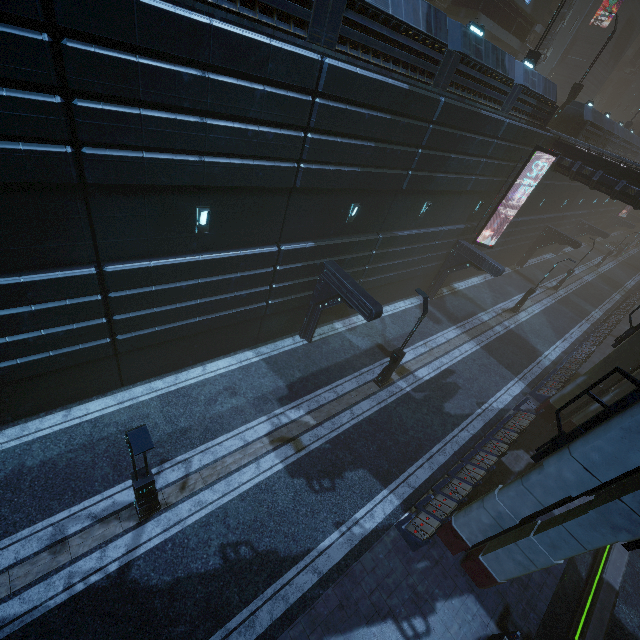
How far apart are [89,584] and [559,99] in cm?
5997

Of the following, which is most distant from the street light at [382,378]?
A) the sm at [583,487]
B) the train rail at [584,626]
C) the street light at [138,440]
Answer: the street light at [138,440]

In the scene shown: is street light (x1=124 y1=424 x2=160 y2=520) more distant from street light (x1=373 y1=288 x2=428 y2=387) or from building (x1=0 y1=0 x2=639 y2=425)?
street light (x1=373 y1=288 x2=428 y2=387)

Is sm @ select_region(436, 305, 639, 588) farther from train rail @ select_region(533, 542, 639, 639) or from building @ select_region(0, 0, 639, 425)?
train rail @ select_region(533, 542, 639, 639)

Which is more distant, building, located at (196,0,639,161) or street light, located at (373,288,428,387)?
street light, located at (373,288,428,387)

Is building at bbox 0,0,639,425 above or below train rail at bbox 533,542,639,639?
above

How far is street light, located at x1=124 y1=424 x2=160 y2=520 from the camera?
6.2 meters

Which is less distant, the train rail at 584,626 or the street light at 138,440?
the street light at 138,440
